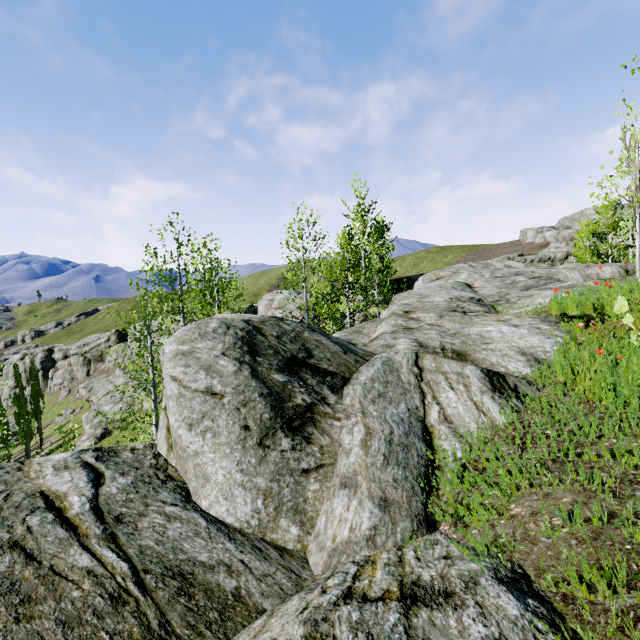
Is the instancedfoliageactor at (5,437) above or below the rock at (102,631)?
below

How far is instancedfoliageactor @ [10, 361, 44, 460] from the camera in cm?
4106

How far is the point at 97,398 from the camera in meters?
43.7

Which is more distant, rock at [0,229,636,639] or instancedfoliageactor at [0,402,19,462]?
instancedfoliageactor at [0,402,19,462]

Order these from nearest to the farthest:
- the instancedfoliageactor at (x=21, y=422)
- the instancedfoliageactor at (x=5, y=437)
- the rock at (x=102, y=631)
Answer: the rock at (x=102, y=631) < the instancedfoliageactor at (x=5, y=437) < the instancedfoliageactor at (x=21, y=422)

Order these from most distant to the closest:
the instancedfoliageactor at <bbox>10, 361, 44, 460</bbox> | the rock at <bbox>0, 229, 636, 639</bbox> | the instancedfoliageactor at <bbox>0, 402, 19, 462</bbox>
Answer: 1. the instancedfoliageactor at <bbox>10, 361, 44, 460</bbox>
2. the instancedfoliageactor at <bbox>0, 402, 19, 462</bbox>
3. the rock at <bbox>0, 229, 636, 639</bbox>

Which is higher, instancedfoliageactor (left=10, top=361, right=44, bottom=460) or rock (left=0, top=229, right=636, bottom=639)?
rock (left=0, top=229, right=636, bottom=639)
